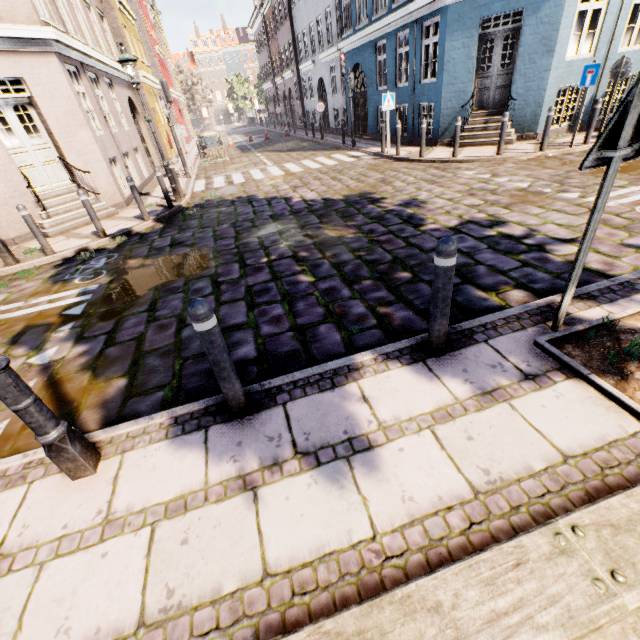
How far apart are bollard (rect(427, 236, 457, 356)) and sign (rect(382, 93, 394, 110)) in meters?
11.6 m

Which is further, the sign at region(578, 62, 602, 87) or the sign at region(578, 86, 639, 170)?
the sign at region(578, 62, 602, 87)

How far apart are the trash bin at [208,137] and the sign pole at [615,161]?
22.0 meters

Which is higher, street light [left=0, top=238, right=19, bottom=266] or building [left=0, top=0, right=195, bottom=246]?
building [left=0, top=0, right=195, bottom=246]

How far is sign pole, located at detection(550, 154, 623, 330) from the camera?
2.29m

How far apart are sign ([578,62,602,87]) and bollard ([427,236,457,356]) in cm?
989

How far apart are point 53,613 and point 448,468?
2.4 meters

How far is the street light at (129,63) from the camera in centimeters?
813cm
